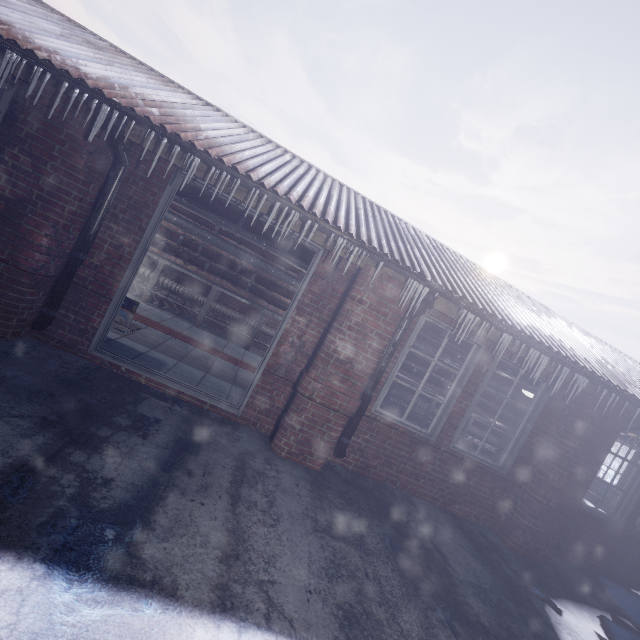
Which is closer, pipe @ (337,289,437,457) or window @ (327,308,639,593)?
pipe @ (337,289,437,457)

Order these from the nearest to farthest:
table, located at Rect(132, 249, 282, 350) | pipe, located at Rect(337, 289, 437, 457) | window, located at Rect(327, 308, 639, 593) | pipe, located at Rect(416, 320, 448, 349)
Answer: pipe, located at Rect(337, 289, 437, 457) → window, located at Rect(327, 308, 639, 593) → pipe, located at Rect(416, 320, 448, 349) → table, located at Rect(132, 249, 282, 350)

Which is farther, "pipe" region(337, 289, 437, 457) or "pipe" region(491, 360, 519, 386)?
"pipe" region(491, 360, 519, 386)

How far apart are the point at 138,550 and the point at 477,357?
3.6m

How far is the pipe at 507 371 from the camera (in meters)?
4.74

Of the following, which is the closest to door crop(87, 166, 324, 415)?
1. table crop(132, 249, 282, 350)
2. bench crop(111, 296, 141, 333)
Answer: bench crop(111, 296, 141, 333)

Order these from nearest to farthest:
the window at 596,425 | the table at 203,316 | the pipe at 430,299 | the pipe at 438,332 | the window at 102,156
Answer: the window at 102,156
the pipe at 430,299
the window at 596,425
the pipe at 438,332
the table at 203,316

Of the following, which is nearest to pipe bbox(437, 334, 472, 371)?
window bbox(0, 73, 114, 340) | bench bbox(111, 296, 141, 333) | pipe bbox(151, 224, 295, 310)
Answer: pipe bbox(151, 224, 295, 310)
